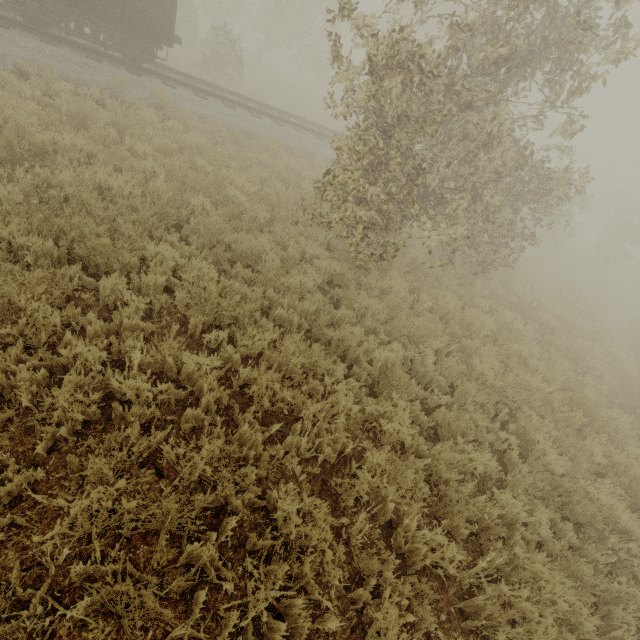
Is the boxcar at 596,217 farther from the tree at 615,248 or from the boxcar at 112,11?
the boxcar at 112,11

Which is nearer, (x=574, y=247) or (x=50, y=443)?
(x=50, y=443)

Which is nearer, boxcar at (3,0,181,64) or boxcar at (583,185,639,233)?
boxcar at (3,0,181,64)

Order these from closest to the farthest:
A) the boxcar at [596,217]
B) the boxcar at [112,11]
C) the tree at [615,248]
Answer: the boxcar at [112,11] < the tree at [615,248] < the boxcar at [596,217]

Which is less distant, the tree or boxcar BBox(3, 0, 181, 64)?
boxcar BBox(3, 0, 181, 64)

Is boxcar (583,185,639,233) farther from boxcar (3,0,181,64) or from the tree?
boxcar (3,0,181,64)

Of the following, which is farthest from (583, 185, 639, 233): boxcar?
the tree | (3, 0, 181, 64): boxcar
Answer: (3, 0, 181, 64): boxcar
